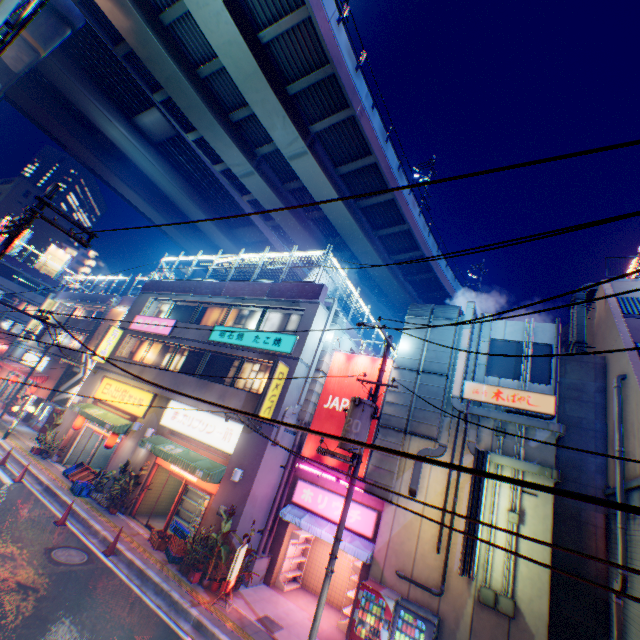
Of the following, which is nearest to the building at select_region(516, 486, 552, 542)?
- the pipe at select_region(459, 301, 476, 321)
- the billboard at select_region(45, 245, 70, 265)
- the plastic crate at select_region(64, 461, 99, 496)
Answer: the pipe at select_region(459, 301, 476, 321)

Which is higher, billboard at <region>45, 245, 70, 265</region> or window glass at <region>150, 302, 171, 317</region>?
billboard at <region>45, 245, 70, 265</region>

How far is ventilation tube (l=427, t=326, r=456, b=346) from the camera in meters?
13.3

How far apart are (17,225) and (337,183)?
19.91m

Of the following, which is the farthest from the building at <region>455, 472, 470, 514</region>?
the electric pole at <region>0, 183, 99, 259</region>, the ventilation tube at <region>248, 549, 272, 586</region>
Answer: the electric pole at <region>0, 183, 99, 259</region>

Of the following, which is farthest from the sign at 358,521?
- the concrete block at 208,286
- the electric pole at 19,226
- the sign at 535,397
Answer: the electric pole at 19,226

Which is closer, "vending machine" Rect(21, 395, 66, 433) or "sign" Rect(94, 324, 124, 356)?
"sign" Rect(94, 324, 124, 356)

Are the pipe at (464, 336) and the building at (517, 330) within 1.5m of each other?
yes
